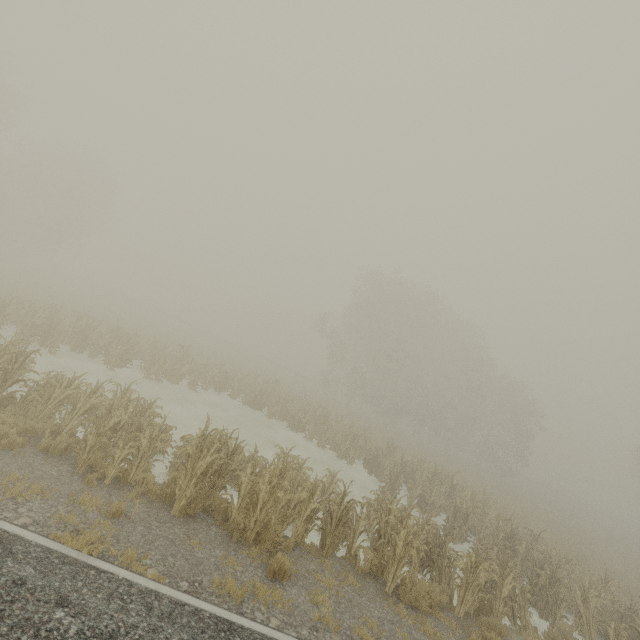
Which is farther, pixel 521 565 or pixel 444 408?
pixel 444 408
